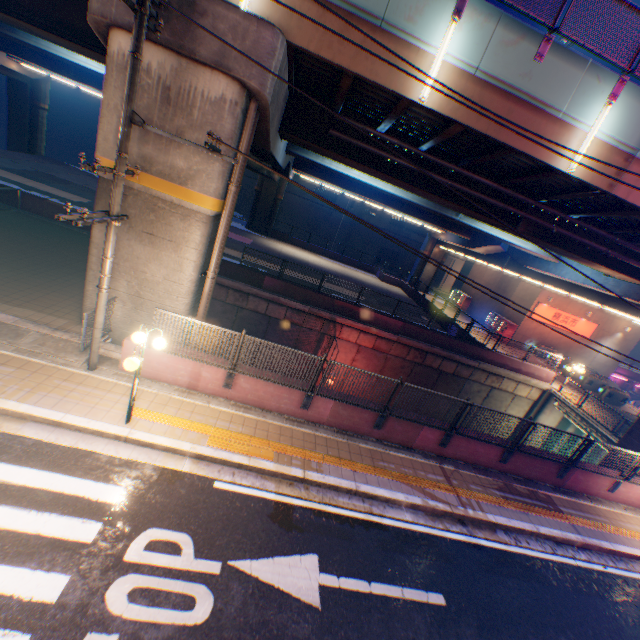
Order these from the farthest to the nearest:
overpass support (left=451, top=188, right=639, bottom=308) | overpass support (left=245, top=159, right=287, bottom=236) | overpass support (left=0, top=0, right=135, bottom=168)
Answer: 1. overpass support (left=245, top=159, right=287, bottom=236)
2. overpass support (left=451, top=188, right=639, bottom=308)
3. overpass support (left=0, top=0, right=135, bottom=168)

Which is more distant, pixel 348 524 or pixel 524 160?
pixel 524 160

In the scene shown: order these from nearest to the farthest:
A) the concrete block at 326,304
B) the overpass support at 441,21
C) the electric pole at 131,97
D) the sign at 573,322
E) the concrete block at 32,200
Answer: the electric pole at 131,97 → the overpass support at 441,21 → the concrete block at 32,200 → the concrete block at 326,304 → the sign at 573,322

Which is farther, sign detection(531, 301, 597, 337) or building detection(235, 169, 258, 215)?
building detection(235, 169, 258, 215)

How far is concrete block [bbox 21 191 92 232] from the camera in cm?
1681

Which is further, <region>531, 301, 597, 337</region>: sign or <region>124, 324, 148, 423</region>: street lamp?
<region>531, 301, 597, 337</region>: sign

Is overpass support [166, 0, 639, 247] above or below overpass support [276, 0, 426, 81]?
below

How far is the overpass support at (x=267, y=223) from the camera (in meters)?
25.14
